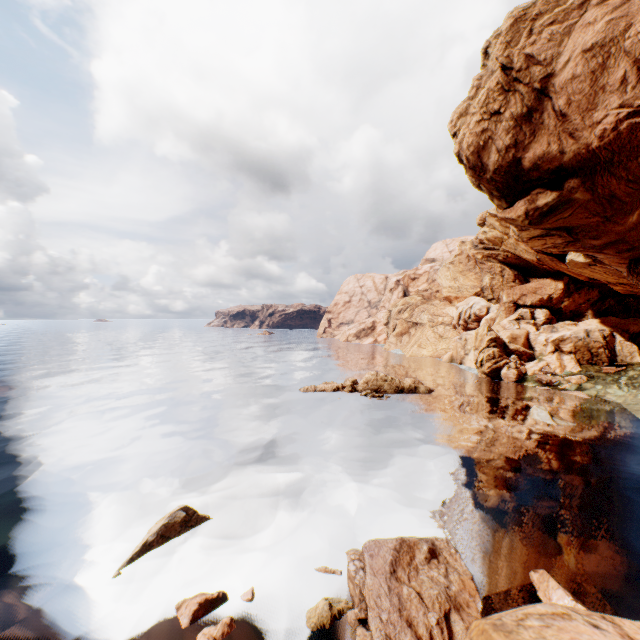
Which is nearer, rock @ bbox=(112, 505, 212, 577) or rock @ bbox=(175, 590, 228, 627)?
rock @ bbox=(175, 590, 228, 627)

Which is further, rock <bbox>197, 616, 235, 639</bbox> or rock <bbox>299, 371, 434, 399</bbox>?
rock <bbox>299, 371, 434, 399</bbox>

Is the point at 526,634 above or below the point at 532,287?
below

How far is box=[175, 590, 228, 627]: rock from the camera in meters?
10.7 m

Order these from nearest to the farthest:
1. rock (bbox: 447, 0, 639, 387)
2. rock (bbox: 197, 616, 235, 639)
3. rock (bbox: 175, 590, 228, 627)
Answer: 1. rock (bbox: 197, 616, 235, 639)
2. rock (bbox: 175, 590, 228, 627)
3. rock (bbox: 447, 0, 639, 387)

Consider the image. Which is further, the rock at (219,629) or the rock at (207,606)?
the rock at (207,606)

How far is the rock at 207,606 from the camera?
10.70m
